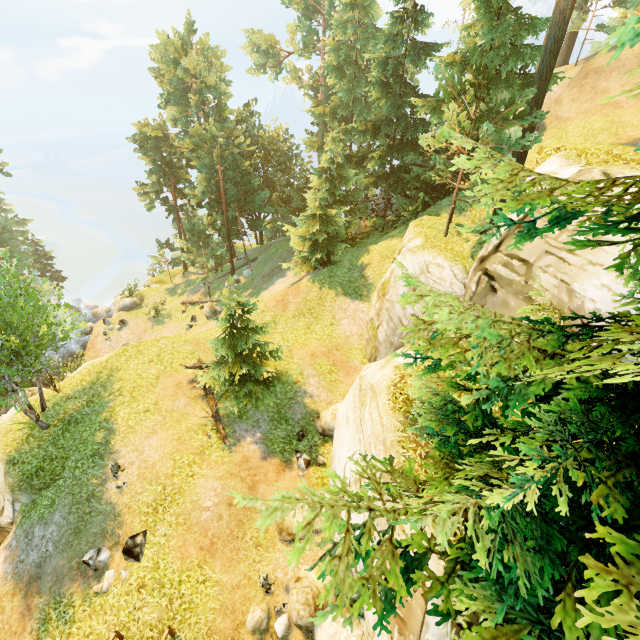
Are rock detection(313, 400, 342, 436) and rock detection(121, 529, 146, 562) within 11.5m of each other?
yes

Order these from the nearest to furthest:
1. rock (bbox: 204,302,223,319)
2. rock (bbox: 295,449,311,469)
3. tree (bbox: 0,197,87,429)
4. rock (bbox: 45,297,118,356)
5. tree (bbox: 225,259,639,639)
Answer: tree (bbox: 225,259,639,639) → tree (bbox: 0,197,87,429) → rock (bbox: 295,449,311,469) → rock (bbox: 204,302,223,319) → rock (bbox: 45,297,118,356)

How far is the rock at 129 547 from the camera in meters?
11.6

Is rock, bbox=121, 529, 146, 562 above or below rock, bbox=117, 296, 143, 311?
above

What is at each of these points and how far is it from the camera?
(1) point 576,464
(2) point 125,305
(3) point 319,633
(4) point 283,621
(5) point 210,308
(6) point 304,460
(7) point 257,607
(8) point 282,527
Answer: (1) tree, 3.1m
(2) rock, 33.6m
(3) rock, 9.5m
(4) rock, 10.3m
(5) rock, 28.2m
(6) rock, 14.9m
(7) rock, 10.7m
(8) rock, 12.5m

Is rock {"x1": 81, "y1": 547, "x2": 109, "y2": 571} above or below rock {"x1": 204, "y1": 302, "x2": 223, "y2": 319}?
above

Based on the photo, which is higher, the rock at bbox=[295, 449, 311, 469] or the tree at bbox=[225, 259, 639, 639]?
the tree at bbox=[225, 259, 639, 639]

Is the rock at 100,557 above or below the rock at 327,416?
below
